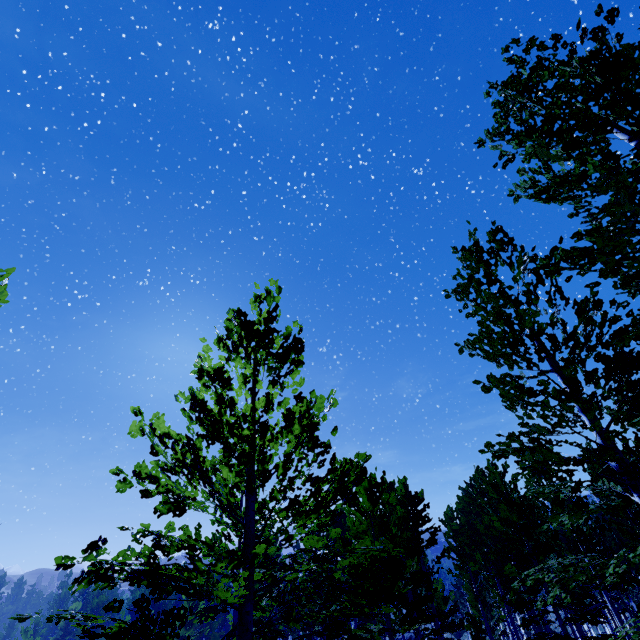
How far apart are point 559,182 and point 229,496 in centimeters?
576cm
